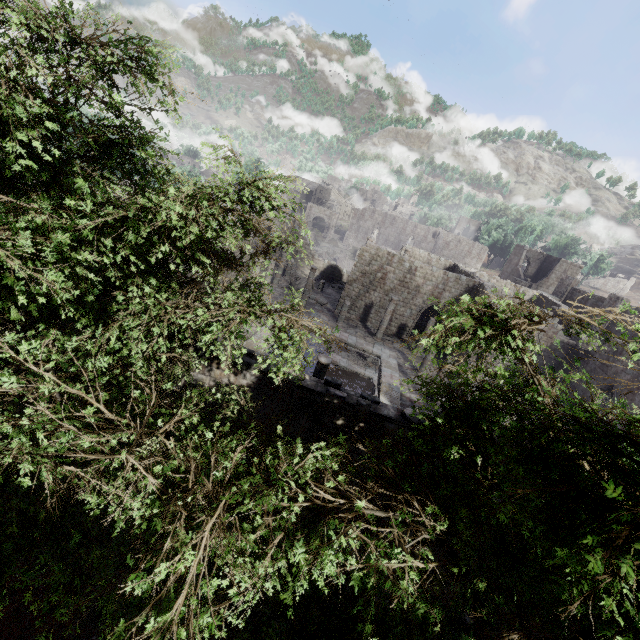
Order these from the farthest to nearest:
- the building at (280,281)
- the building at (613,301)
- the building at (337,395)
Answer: the building at (613,301)
the building at (280,281)
the building at (337,395)

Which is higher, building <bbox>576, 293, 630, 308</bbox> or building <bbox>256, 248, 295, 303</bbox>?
building <bbox>576, 293, 630, 308</bbox>

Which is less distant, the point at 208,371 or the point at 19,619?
the point at 19,619

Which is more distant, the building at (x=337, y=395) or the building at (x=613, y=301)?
the building at (x=613, y=301)

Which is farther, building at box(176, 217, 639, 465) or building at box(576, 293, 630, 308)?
building at box(576, 293, 630, 308)

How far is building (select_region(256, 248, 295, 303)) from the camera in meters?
26.8 m
